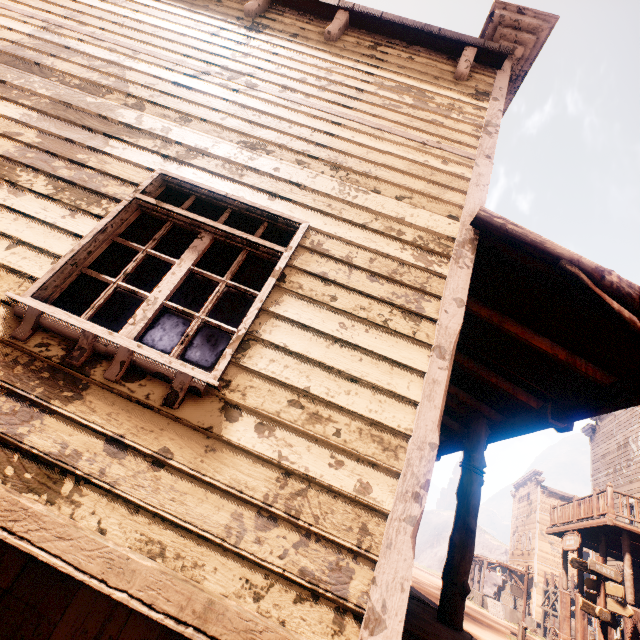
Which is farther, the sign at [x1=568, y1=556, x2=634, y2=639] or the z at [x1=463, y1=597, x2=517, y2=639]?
the z at [x1=463, y1=597, x2=517, y2=639]

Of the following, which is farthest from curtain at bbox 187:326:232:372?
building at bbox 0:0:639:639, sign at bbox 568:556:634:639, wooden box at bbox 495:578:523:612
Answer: wooden box at bbox 495:578:523:612

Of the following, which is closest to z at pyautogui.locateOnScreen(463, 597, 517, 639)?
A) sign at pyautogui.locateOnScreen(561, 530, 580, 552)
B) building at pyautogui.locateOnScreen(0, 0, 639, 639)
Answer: building at pyautogui.locateOnScreen(0, 0, 639, 639)

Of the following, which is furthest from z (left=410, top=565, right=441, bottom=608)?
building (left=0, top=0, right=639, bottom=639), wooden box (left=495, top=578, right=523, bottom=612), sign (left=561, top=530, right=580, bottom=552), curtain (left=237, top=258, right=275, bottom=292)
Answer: sign (left=561, top=530, right=580, bottom=552)

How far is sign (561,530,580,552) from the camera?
12.0m

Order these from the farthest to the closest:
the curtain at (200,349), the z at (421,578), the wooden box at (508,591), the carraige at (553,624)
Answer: the wooden box at (508,591) → the carraige at (553,624) → the z at (421,578) → the curtain at (200,349)

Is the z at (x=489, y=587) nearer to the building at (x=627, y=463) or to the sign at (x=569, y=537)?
the building at (x=627, y=463)

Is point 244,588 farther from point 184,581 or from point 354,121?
point 354,121
